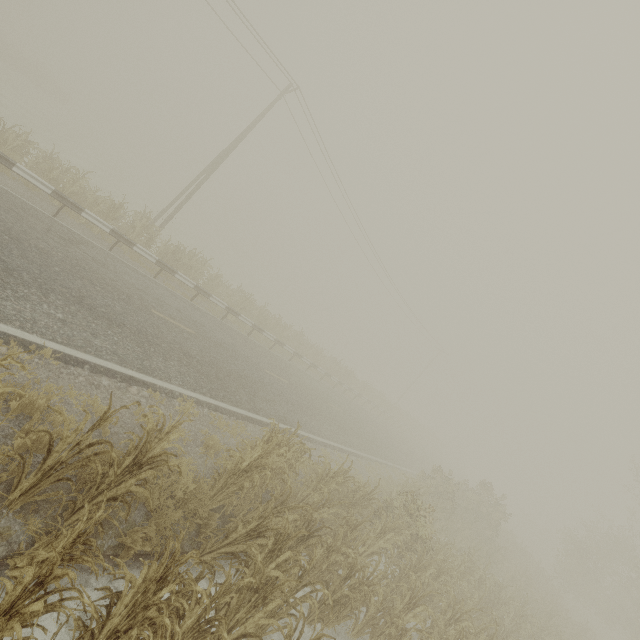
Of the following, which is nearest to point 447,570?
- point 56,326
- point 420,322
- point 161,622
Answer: point 161,622
